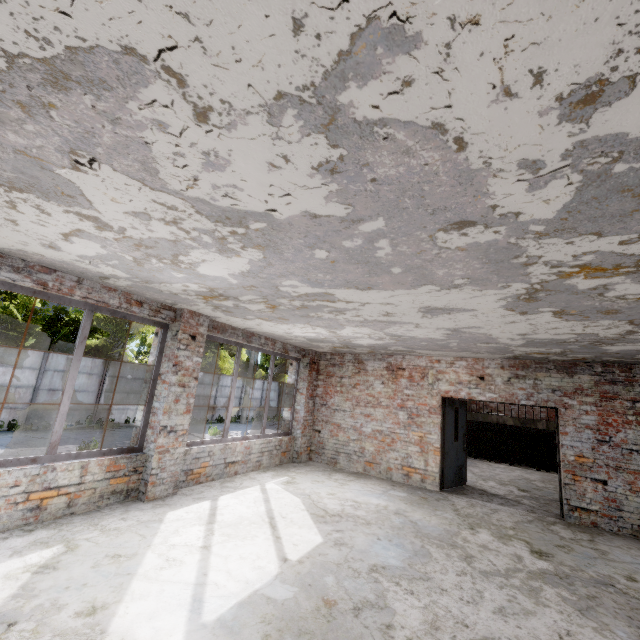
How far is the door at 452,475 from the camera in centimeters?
801cm

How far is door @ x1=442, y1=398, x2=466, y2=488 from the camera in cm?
801

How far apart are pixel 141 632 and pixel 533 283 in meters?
4.5
